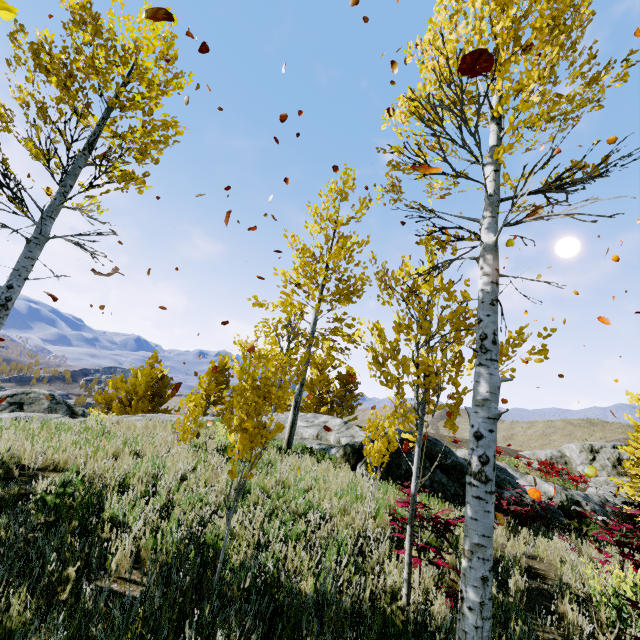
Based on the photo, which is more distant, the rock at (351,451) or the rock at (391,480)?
the rock at (351,451)

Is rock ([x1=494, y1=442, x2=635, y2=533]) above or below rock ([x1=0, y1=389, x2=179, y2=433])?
above

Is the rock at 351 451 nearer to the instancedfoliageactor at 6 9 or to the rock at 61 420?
the instancedfoliageactor at 6 9

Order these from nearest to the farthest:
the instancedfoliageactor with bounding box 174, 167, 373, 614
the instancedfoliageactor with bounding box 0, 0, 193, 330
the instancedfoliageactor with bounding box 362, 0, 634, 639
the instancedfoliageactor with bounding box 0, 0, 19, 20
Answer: the instancedfoliageactor with bounding box 0, 0, 19, 20 < the instancedfoliageactor with bounding box 362, 0, 634, 639 < the instancedfoliageactor with bounding box 174, 167, 373, 614 < the instancedfoliageactor with bounding box 0, 0, 193, 330

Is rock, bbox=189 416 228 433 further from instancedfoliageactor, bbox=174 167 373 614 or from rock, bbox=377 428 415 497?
rock, bbox=377 428 415 497

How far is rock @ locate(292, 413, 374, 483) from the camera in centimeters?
991cm

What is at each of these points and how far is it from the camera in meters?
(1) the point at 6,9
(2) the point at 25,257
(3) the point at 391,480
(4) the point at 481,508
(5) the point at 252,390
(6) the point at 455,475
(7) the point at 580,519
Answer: (1) instancedfoliageactor, 0.9 m
(2) instancedfoliageactor, 4.6 m
(3) rock, 8.0 m
(4) instancedfoliageactor, 2.8 m
(5) instancedfoliageactor, 3.8 m
(6) rock, 9.4 m
(7) instancedfoliageactor, 10.1 m
